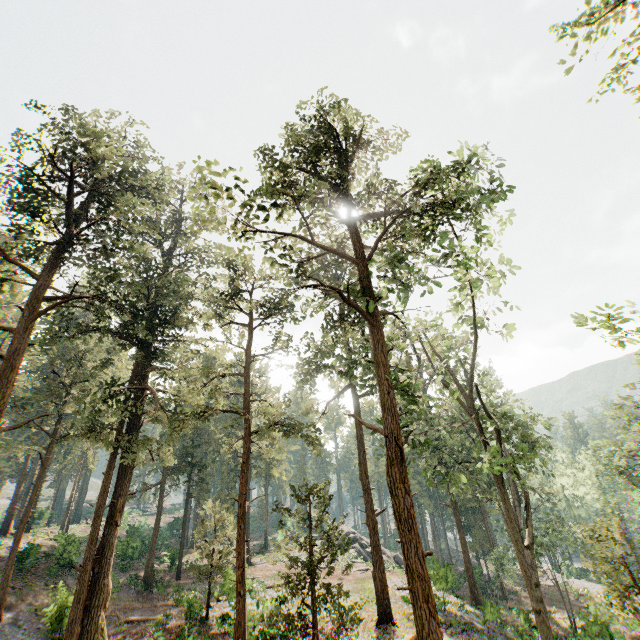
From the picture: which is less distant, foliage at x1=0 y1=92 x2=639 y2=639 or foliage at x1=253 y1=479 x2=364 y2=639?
foliage at x1=253 y1=479 x2=364 y2=639

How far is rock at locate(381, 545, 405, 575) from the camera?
32.5m

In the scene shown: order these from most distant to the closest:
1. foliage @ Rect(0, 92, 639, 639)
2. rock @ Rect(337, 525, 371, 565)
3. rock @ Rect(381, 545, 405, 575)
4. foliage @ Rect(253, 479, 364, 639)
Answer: rock @ Rect(337, 525, 371, 565)
rock @ Rect(381, 545, 405, 575)
foliage @ Rect(0, 92, 639, 639)
foliage @ Rect(253, 479, 364, 639)

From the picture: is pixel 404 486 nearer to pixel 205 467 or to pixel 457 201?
pixel 457 201

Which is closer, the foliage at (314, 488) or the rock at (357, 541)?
the foliage at (314, 488)

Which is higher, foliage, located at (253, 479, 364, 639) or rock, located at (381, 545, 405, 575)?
foliage, located at (253, 479, 364, 639)
